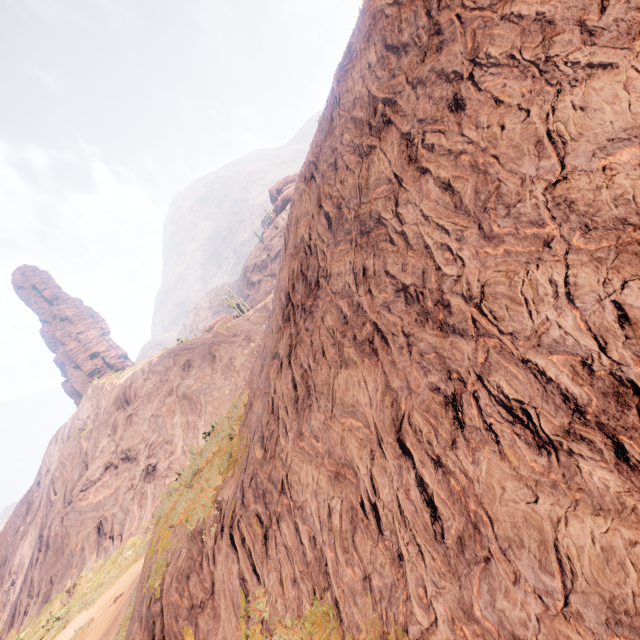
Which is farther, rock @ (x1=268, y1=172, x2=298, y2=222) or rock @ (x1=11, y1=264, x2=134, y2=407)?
rock @ (x1=268, y1=172, x2=298, y2=222)

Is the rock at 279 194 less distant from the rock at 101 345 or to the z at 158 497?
the z at 158 497

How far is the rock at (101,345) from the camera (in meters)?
53.62

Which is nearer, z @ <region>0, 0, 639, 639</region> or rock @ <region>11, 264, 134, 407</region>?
z @ <region>0, 0, 639, 639</region>

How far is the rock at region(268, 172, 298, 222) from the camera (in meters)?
54.16

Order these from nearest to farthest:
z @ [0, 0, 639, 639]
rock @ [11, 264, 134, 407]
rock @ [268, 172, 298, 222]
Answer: z @ [0, 0, 639, 639] < rock @ [11, 264, 134, 407] < rock @ [268, 172, 298, 222]

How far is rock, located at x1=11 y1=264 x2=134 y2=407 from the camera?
53.6m

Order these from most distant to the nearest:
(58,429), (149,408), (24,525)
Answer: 1. (58,429)
2. (24,525)
3. (149,408)
